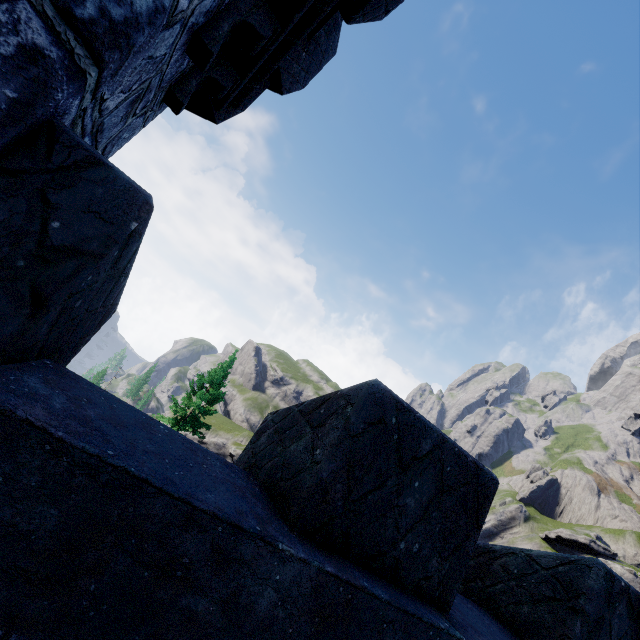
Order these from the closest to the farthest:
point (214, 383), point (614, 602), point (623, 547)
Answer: point (614, 602) → point (214, 383) → point (623, 547)
